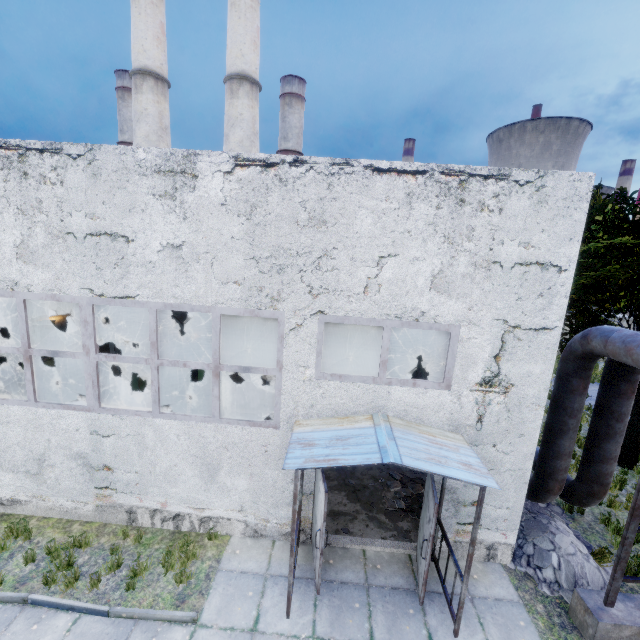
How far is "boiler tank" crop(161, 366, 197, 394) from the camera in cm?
1356

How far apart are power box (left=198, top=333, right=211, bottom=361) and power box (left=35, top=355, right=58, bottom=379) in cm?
725

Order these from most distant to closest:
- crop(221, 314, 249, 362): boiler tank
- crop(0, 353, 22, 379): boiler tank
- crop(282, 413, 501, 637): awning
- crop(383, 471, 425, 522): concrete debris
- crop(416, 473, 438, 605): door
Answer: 1. crop(221, 314, 249, 362): boiler tank
2. crop(0, 353, 22, 379): boiler tank
3. crop(383, 471, 425, 522): concrete debris
4. crop(416, 473, 438, 605): door
5. crop(282, 413, 501, 637): awning

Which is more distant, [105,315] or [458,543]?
[105,315]

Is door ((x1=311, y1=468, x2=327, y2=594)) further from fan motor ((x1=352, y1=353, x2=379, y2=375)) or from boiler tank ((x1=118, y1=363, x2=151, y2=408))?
boiler tank ((x1=118, y1=363, x2=151, y2=408))

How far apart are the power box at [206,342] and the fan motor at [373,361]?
6.07m

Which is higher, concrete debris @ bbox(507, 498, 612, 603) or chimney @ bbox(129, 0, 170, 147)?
chimney @ bbox(129, 0, 170, 147)

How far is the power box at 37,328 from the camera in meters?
14.0 m
